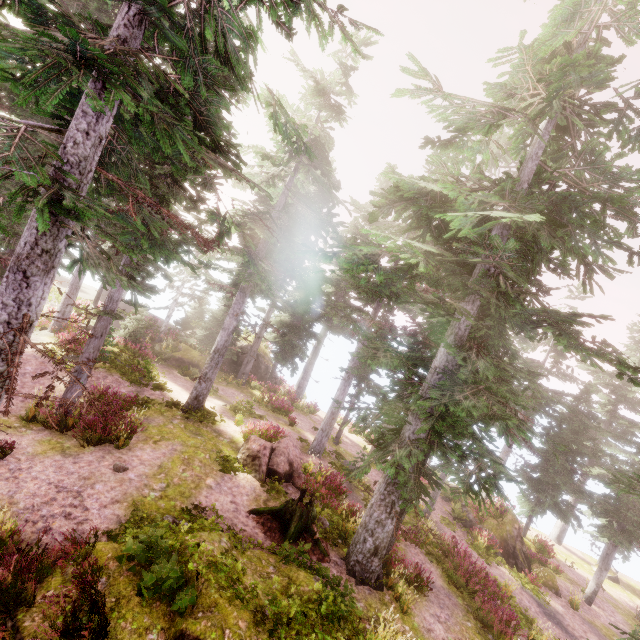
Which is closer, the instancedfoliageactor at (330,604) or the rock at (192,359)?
the instancedfoliageactor at (330,604)

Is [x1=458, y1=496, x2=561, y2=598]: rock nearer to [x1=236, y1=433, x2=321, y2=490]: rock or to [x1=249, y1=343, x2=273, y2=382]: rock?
[x1=236, y1=433, x2=321, y2=490]: rock

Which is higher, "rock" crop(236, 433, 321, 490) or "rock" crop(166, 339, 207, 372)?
"rock" crop(236, 433, 321, 490)

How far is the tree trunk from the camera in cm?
1047

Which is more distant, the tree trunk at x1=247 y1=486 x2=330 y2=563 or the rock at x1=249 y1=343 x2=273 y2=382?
the rock at x1=249 y1=343 x2=273 y2=382

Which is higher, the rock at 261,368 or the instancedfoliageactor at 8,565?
the rock at 261,368

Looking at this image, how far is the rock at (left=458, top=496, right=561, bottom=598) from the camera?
18.6m

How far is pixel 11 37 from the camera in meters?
4.2
